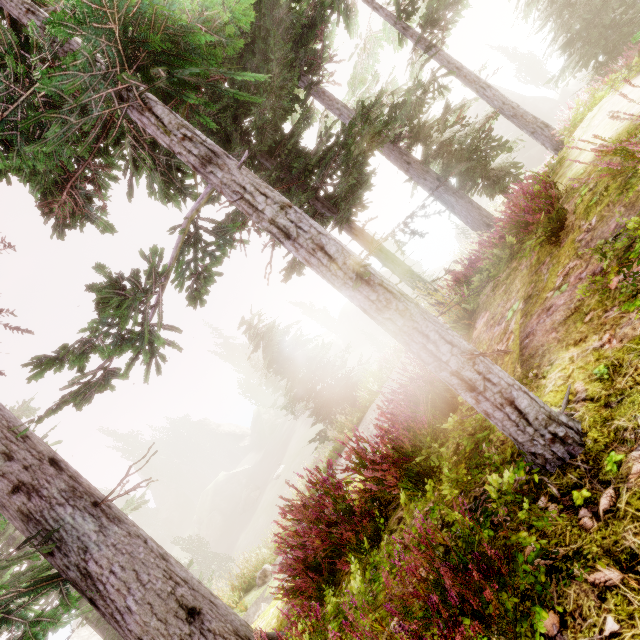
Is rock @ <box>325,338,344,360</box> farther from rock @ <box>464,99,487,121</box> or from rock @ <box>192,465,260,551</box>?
rock @ <box>464,99,487,121</box>

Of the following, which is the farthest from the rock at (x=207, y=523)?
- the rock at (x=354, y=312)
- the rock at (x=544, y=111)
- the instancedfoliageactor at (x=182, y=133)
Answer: the rock at (x=544, y=111)

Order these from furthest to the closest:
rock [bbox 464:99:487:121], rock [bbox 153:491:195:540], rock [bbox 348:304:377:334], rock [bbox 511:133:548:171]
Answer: rock [bbox 348:304:377:334]
rock [bbox 153:491:195:540]
rock [bbox 464:99:487:121]
rock [bbox 511:133:548:171]

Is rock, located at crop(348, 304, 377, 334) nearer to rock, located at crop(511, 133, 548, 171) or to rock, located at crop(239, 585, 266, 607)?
rock, located at crop(511, 133, 548, 171)

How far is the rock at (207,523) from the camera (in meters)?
41.41

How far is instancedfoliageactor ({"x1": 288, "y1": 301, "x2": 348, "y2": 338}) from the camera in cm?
5914

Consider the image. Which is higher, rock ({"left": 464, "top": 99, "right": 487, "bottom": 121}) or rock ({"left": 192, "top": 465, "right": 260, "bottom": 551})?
rock ({"left": 464, "top": 99, "right": 487, "bottom": 121})

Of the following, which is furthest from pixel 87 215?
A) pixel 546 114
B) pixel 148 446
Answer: pixel 148 446
